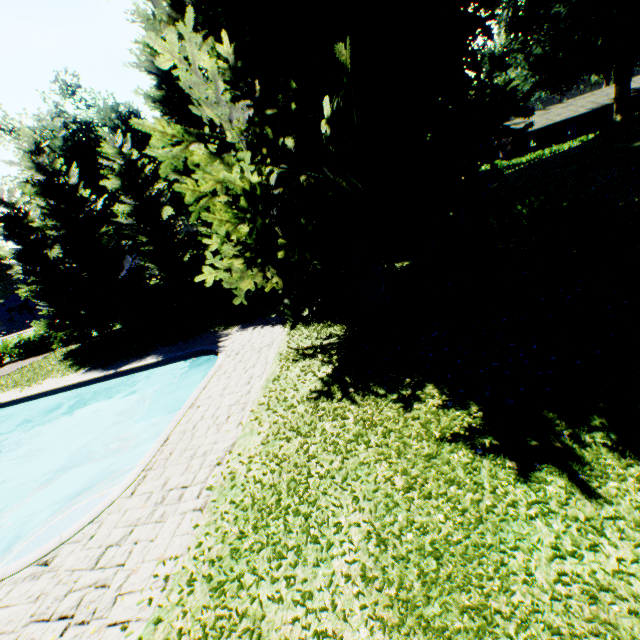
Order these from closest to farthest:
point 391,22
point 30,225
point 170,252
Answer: point 391,22
point 170,252
point 30,225

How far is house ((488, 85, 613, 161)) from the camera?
42.62m

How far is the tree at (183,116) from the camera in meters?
17.4 m

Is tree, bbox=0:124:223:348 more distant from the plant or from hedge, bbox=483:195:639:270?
hedge, bbox=483:195:639:270

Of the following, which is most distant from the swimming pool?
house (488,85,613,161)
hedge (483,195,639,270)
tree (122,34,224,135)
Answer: house (488,85,613,161)

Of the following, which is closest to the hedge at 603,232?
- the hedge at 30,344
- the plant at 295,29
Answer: the plant at 295,29

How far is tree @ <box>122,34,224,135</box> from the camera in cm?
1738

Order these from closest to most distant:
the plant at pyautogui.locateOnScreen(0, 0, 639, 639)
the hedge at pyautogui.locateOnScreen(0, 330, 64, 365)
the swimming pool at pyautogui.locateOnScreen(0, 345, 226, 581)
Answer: the plant at pyautogui.locateOnScreen(0, 0, 639, 639)
the swimming pool at pyautogui.locateOnScreen(0, 345, 226, 581)
the hedge at pyautogui.locateOnScreen(0, 330, 64, 365)
